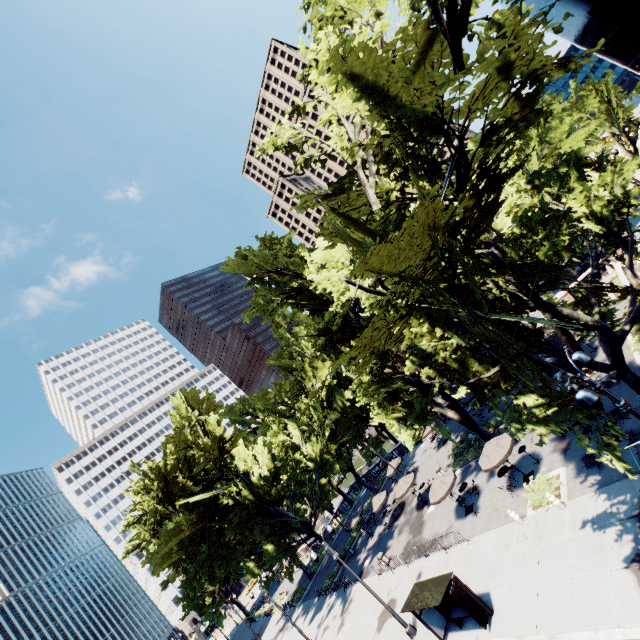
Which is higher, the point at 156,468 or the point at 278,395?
the point at 156,468

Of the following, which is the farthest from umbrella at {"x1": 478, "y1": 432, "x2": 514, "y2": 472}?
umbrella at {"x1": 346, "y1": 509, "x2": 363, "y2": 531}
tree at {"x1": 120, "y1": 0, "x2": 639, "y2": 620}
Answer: umbrella at {"x1": 346, "y1": 509, "x2": 363, "y2": 531}

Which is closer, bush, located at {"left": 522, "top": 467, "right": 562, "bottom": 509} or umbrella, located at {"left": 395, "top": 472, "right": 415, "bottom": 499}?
bush, located at {"left": 522, "top": 467, "right": 562, "bottom": 509}

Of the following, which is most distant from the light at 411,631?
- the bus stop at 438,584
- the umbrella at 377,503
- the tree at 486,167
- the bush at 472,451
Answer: the bush at 472,451

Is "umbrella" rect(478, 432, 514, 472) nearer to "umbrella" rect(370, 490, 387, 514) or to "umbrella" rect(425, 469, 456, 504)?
"umbrella" rect(425, 469, 456, 504)

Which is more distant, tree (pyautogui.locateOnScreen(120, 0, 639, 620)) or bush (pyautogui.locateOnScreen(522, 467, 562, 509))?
bush (pyautogui.locateOnScreen(522, 467, 562, 509))

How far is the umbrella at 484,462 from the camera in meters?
18.8 m

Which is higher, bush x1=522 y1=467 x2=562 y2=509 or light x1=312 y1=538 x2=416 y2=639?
light x1=312 y1=538 x2=416 y2=639
